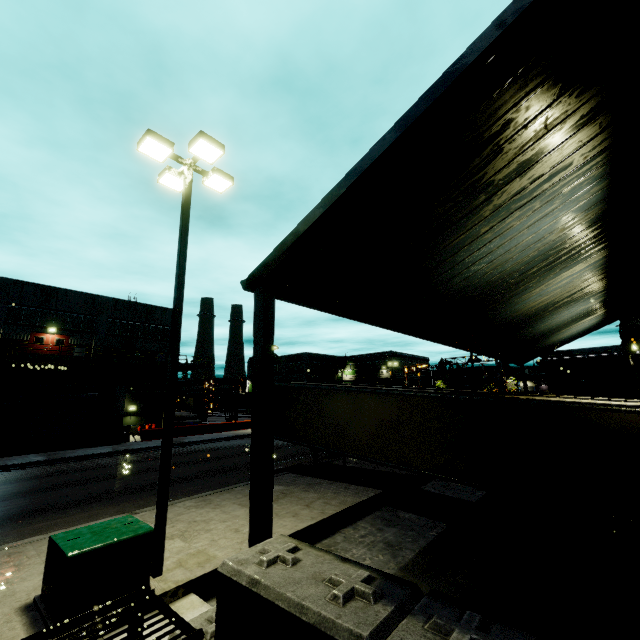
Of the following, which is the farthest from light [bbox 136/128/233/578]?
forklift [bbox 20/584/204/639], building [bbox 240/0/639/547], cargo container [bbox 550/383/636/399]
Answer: cargo container [bbox 550/383/636/399]

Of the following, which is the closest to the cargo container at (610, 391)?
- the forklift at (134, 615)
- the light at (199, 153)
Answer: the light at (199, 153)

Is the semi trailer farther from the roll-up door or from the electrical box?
the electrical box

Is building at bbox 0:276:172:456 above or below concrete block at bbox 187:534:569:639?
above

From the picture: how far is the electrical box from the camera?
5.16m

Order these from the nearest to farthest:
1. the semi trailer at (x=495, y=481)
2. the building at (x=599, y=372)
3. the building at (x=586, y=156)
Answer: the building at (x=586, y=156) < the semi trailer at (x=495, y=481) < the building at (x=599, y=372)

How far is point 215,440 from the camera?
29.1 meters

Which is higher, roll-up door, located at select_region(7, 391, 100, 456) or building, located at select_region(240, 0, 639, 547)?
building, located at select_region(240, 0, 639, 547)
